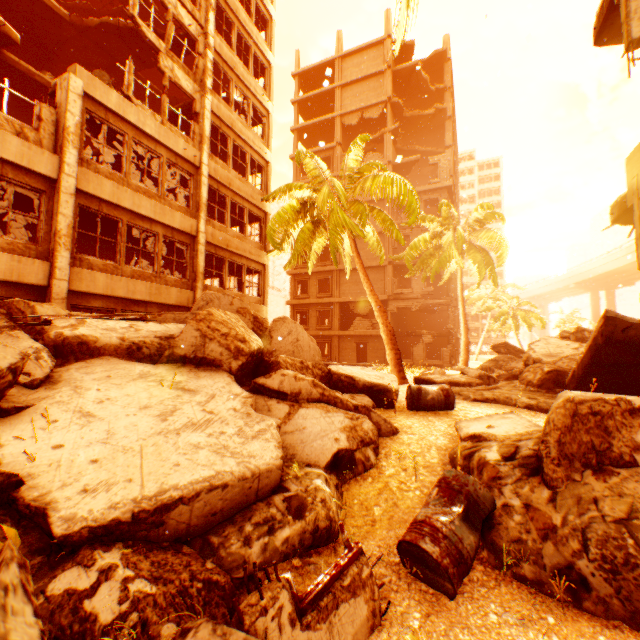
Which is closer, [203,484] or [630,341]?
[203,484]

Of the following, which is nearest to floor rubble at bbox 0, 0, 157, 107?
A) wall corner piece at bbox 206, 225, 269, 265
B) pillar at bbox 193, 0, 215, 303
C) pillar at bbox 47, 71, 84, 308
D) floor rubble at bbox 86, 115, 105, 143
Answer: pillar at bbox 193, 0, 215, 303

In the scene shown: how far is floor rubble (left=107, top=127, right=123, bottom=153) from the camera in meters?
11.7 m

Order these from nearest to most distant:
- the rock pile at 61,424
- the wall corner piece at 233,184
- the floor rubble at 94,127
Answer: the rock pile at 61,424 → the floor rubble at 94,127 → the wall corner piece at 233,184

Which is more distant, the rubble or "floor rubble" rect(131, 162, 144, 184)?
"floor rubble" rect(131, 162, 144, 184)

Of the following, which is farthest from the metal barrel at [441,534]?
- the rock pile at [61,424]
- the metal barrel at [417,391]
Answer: the metal barrel at [417,391]

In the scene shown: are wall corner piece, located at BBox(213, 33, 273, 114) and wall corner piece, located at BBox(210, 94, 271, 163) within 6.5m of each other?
yes

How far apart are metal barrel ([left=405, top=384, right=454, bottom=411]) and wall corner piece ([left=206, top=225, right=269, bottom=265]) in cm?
1092
